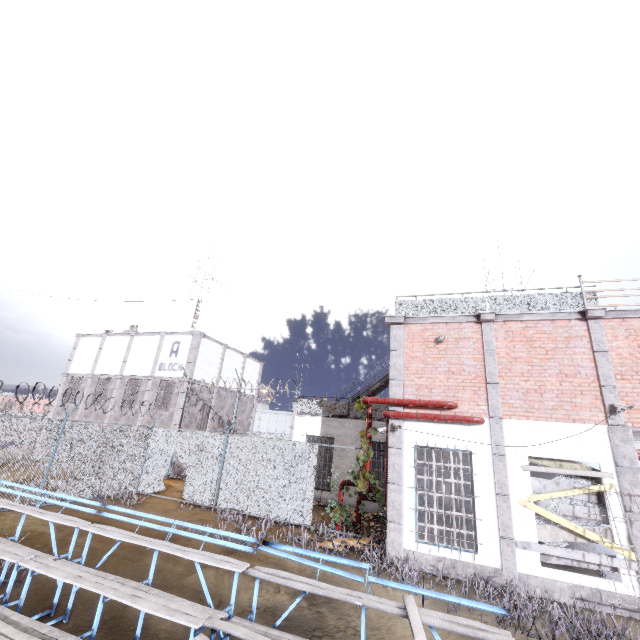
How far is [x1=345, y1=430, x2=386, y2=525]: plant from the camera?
10.5m

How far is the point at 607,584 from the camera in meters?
7.5

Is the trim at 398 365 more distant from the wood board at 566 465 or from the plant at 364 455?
the plant at 364 455

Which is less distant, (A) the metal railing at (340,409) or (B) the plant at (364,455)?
(B) the plant at (364,455)

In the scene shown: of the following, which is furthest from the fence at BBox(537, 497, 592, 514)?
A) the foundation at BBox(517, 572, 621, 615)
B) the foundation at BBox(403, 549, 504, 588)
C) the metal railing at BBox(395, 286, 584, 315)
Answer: the foundation at BBox(403, 549, 504, 588)

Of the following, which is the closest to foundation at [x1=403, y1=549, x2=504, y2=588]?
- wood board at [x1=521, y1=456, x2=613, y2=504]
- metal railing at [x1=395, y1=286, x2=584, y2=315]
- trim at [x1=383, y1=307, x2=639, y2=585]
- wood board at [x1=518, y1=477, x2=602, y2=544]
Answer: trim at [x1=383, y1=307, x2=639, y2=585]

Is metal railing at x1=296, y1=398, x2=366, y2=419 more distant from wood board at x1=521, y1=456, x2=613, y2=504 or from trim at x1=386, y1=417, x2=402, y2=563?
wood board at x1=521, y1=456, x2=613, y2=504

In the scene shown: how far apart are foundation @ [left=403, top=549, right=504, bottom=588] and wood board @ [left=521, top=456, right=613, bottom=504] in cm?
247
